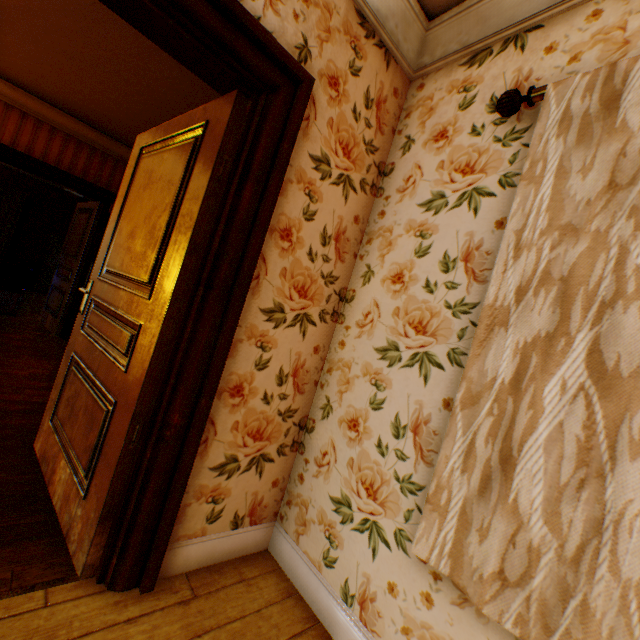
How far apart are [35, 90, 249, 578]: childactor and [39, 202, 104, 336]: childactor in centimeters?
366cm

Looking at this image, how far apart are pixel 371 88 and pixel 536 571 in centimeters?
226cm

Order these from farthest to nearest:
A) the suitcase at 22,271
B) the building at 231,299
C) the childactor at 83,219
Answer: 1. the suitcase at 22,271
2. the childactor at 83,219
3. the building at 231,299

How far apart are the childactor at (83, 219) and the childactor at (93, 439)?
3.7m

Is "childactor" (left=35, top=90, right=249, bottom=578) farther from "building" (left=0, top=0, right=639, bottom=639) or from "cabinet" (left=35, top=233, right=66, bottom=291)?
"cabinet" (left=35, top=233, right=66, bottom=291)

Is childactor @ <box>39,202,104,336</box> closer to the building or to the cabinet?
the building

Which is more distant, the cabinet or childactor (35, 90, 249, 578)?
the cabinet

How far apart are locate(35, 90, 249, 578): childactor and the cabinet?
8.5m
